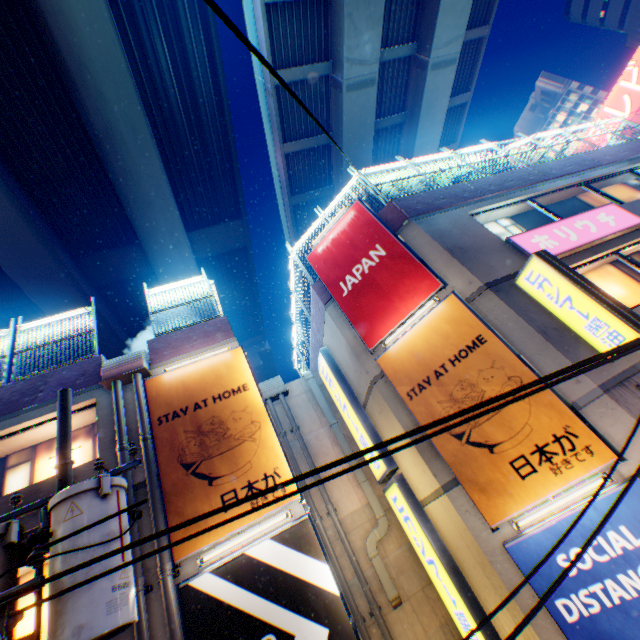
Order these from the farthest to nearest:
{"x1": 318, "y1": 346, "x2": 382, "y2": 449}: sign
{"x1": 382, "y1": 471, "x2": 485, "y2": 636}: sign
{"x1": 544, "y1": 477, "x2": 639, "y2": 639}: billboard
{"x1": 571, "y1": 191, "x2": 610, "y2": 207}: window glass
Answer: {"x1": 571, "y1": 191, "x2": 610, "y2": 207}: window glass < {"x1": 318, "y1": 346, "x2": 382, "y2": 449}: sign < {"x1": 382, "y1": 471, "x2": 485, "y2": 636}: sign < {"x1": 544, "y1": 477, "x2": 639, "y2": 639}: billboard

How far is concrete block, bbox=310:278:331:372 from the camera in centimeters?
1079cm

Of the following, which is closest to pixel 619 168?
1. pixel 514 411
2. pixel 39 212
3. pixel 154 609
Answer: pixel 514 411

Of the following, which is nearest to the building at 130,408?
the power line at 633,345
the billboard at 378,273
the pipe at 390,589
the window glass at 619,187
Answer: the pipe at 390,589

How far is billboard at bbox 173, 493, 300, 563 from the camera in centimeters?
621cm

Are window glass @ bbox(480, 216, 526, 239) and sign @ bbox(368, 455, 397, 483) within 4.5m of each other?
no

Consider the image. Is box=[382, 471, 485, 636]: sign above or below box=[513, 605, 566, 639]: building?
above

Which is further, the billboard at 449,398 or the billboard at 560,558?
the billboard at 449,398
